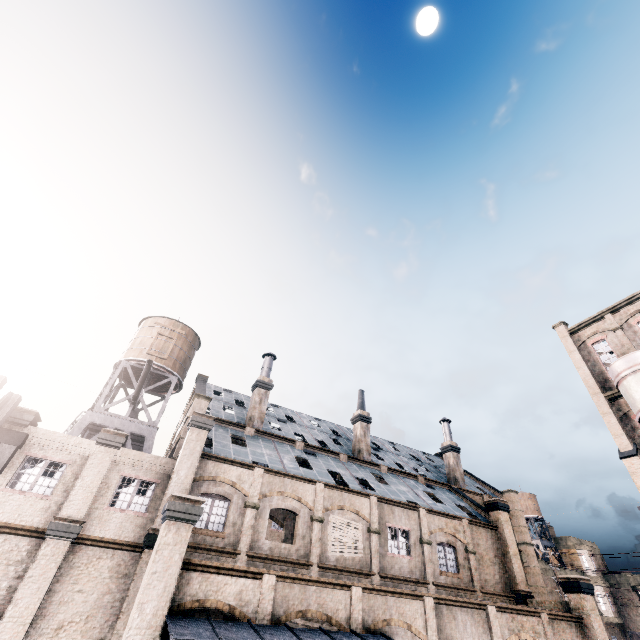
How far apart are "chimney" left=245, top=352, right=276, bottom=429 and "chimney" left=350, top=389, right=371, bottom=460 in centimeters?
947cm

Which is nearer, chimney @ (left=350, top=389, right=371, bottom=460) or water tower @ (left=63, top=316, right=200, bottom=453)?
water tower @ (left=63, top=316, right=200, bottom=453)

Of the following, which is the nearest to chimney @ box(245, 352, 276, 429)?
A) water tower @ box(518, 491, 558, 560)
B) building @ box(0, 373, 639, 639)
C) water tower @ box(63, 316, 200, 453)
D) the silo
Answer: building @ box(0, 373, 639, 639)

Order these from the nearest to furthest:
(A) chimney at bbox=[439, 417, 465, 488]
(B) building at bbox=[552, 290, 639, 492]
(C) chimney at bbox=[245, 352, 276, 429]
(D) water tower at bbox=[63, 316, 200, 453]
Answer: (C) chimney at bbox=[245, 352, 276, 429]
(D) water tower at bbox=[63, 316, 200, 453]
(B) building at bbox=[552, 290, 639, 492]
(A) chimney at bbox=[439, 417, 465, 488]

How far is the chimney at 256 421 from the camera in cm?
2758

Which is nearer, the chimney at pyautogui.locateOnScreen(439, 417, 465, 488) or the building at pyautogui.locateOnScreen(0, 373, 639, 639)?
the building at pyautogui.locateOnScreen(0, 373, 639, 639)

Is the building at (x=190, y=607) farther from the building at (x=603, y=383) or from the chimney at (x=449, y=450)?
the building at (x=603, y=383)

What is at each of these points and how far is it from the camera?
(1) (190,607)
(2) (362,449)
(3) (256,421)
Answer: (1) building, 12.19m
(2) chimney, 31.11m
(3) chimney, 27.53m
